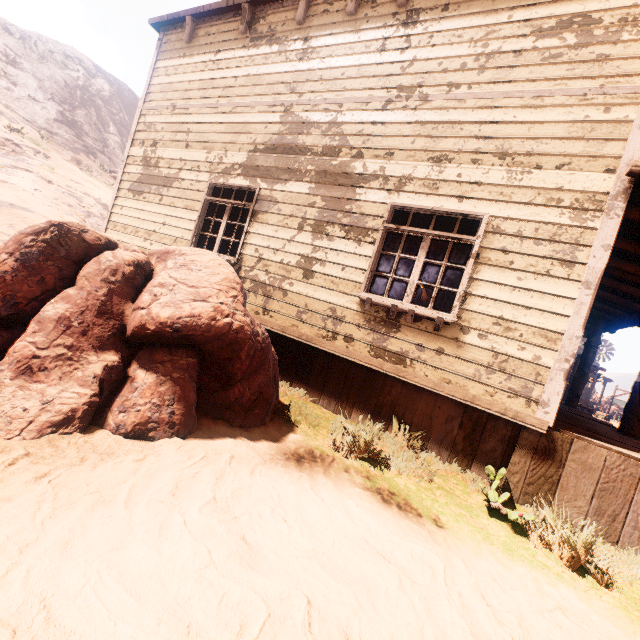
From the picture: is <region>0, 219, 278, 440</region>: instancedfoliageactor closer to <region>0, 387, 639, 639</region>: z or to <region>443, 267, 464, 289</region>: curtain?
<region>0, 387, 639, 639</region>: z

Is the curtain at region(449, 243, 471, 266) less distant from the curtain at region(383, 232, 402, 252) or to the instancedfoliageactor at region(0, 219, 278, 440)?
the curtain at region(383, 232, 402, 252)

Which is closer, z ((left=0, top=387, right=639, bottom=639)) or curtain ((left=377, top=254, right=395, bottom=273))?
z ((left=0, top=387, right=639, bottom=639))

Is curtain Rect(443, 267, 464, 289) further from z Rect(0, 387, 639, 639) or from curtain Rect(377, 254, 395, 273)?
z Rect(0, 387, 639, 639)

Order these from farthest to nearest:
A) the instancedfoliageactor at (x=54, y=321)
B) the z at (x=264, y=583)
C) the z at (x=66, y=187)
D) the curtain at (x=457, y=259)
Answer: the z at (x=66, y=187) → the curtain at (x=457, y=259) → the instancedfoliageactor at (x=54, y=321) → the z at (x=264, y=583)

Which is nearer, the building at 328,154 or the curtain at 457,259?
the building at 328,154

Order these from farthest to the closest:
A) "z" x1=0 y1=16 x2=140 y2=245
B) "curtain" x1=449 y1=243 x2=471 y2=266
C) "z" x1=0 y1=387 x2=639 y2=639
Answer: "z" x1=0 y1=16 x2=140 y2=245 < "curtain" x1=449 y1=243 x2=471 y2=266 < "z" x1=0 y1=387 x2=639 y2=639

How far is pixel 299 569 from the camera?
1.9m
